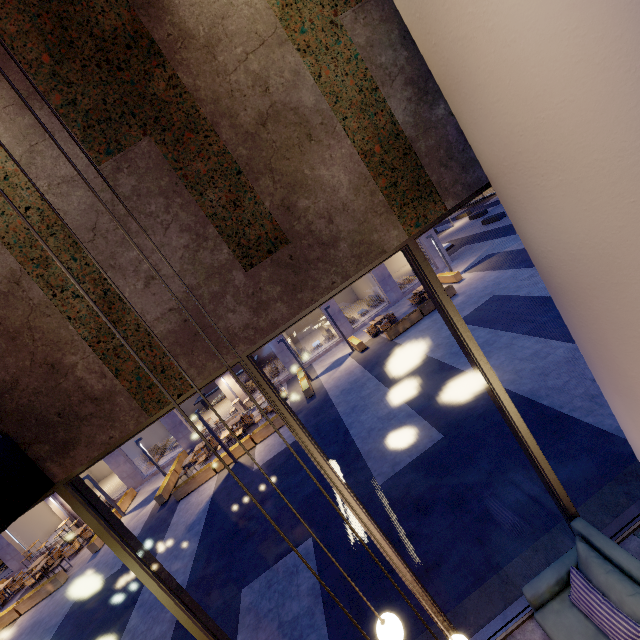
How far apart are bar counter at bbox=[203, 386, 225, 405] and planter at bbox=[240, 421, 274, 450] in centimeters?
1161cm

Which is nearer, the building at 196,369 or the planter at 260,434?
the building at 196,369

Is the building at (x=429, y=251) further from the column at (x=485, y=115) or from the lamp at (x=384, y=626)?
the lamp at (x=384, y=626)

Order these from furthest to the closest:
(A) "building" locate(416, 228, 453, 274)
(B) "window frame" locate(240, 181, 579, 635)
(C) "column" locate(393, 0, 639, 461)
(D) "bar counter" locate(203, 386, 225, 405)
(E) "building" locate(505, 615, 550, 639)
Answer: (D) "bar counter" locate(203, 386, 225, 405), (A) "building" locate(416, 228, 453, 274), (E) "building" locate(505, 615, 550, 639), (B) "window frame" locate(240, 181, 579, 635), (C) "column" locate(393, 0, 639, 461)

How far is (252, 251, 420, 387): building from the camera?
20.44m

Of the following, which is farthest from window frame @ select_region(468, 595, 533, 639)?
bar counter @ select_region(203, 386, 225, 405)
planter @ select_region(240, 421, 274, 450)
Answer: bar counter @ select_region(203, 386, 225, 405)

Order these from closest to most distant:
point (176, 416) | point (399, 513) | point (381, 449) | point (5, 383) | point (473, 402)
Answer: point (5, 383)
point (399, 513)
point (473, 402)
point (381, 449)
point (176, 416)
